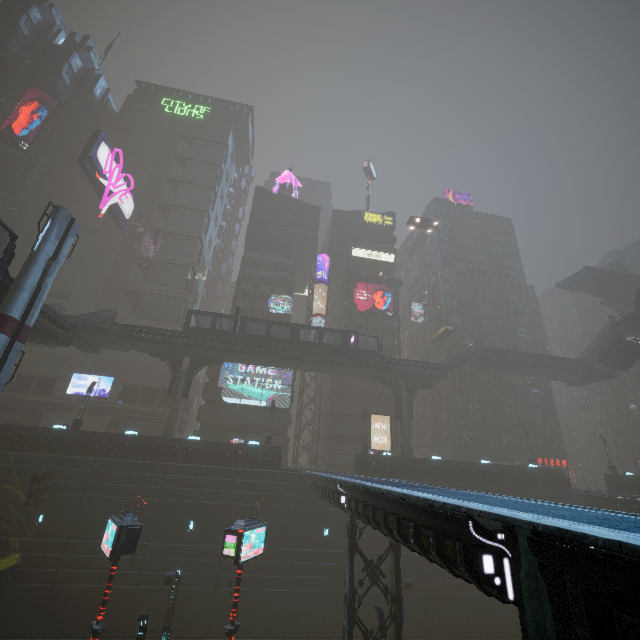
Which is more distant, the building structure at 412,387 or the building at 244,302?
the building at 244,302

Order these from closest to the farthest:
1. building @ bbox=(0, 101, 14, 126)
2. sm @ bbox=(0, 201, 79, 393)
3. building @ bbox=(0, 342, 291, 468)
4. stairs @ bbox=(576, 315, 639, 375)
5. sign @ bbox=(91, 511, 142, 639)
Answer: sign @ bbox=(91, 511, 142, 639) < sm @ bbox=(0, 201, 79, 393) < building @ bbox=(0, 342, 291, 468) < stairs @ bbox=(576, 315, 639, 375) < building @ bbox=(0, 101, 14, 126)

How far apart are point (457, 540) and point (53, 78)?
89.52m

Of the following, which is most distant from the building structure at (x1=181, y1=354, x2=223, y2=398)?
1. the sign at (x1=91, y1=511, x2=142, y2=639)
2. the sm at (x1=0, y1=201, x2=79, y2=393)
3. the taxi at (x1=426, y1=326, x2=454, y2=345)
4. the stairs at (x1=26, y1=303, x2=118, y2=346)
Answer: the taxi at (x1=426, y1=326, x2=454, y2=345)

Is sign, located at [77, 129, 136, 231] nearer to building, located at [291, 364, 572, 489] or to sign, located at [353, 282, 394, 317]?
building, located at [291, 364, 572, 489]

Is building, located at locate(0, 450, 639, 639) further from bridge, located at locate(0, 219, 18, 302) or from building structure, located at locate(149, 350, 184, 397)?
bridge, located at locate(0, 219, 18, 302)

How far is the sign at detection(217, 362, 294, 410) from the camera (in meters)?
41.88

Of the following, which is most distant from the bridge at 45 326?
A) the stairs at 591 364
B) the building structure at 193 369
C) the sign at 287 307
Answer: the stairs at 591 364
